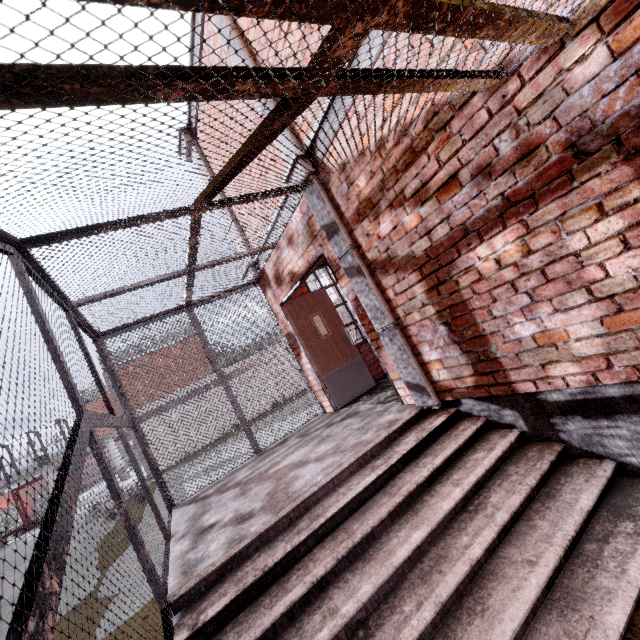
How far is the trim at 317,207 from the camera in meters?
3.5 m

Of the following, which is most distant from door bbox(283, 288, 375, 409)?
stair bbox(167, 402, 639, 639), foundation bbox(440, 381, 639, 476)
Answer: foundation bbox(440, 381, 639, 476)

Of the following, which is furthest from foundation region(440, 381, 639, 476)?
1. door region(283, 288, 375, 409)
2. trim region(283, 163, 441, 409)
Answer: door region(283, 288, 375, 409)

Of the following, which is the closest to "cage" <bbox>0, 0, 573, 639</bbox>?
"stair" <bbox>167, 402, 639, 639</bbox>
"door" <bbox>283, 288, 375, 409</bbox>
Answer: "stair" <bbox>167, 402, 639, 639</bbox>

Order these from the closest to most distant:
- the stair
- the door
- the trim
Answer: the stair, the trim, the door

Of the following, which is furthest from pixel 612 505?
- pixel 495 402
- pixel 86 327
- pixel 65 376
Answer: pixel 86 327

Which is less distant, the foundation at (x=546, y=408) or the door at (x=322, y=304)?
the foundation at (x=546, y=408)

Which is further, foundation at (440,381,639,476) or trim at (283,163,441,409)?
trim at (283,163,441,409)
